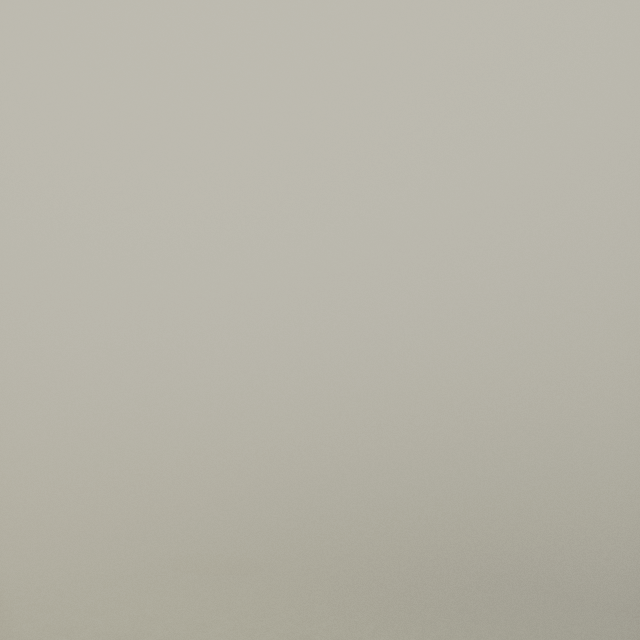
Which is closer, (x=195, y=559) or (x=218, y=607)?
(x=218, y=607)
